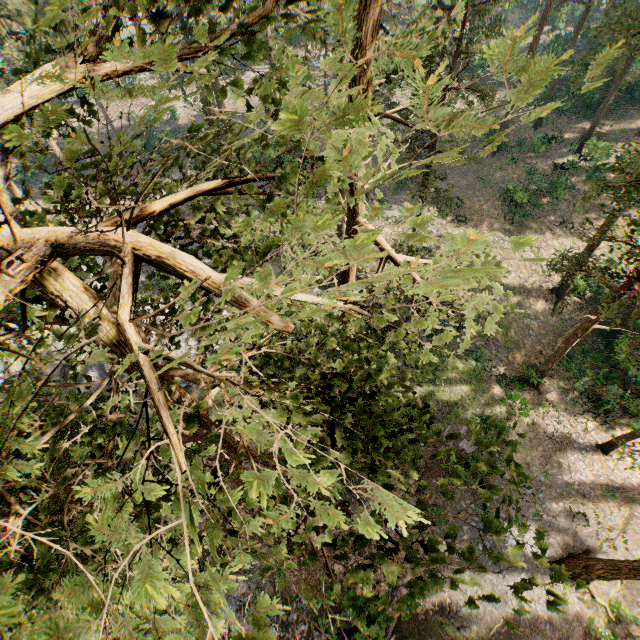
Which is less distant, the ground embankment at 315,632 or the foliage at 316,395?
the foliage at 316,395

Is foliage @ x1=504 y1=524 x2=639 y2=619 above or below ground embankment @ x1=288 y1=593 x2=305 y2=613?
above

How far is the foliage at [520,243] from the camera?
1.28m

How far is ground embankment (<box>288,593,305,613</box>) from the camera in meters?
19.7

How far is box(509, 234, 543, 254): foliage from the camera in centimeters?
128cm

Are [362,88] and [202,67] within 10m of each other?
yes

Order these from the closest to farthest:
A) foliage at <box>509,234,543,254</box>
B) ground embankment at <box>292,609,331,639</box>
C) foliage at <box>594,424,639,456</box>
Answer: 1. foliage at <box>509,234,543,254</box>
2. foliage at <box>594,424,639,456</box>
3. ground embankment at <box>292,609,331,639</box>
